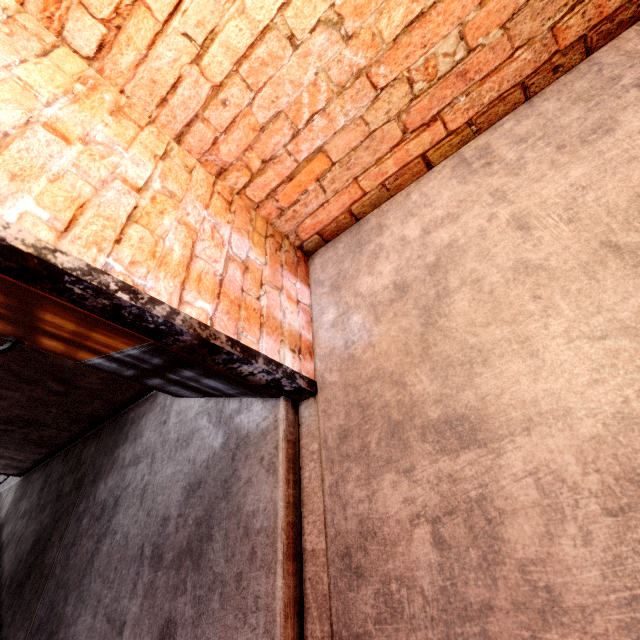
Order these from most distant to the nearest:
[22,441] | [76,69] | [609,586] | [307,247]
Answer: [22,441] → [307,247] → [76,69] → [609,586]
